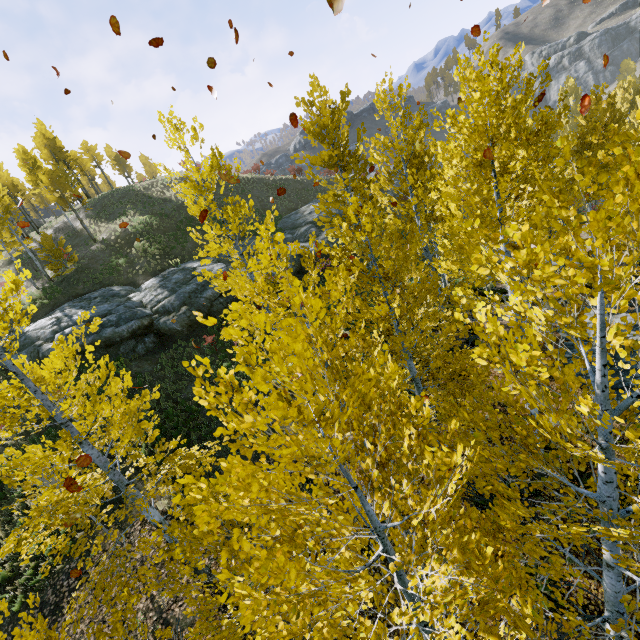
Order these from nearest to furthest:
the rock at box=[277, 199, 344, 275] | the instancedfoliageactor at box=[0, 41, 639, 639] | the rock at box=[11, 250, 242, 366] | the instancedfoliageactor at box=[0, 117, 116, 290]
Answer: the instancedfoliageactor at box=[0, 41, 639, 639] → the rock at box=[11, 250, 242, 366] → the rock at box=[277, 199, 344, 275] → the instancedfoliageactor at box=[0, 117, 116, 290]

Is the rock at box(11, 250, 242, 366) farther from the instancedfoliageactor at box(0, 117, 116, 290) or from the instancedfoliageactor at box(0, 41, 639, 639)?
the instancedfoliageactor at box(0, 117, 116, 290)

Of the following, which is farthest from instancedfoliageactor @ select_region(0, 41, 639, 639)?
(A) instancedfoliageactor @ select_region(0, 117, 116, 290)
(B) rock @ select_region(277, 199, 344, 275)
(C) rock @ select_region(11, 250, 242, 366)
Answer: (A) instancedfoliageactor @ select_region(0, 117, 116, 290)

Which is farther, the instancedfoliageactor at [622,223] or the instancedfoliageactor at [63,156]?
the instancedfoliageactor at [63,156]

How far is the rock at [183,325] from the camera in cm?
1733

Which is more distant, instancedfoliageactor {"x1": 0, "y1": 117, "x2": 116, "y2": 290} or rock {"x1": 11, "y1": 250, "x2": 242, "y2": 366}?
instancedfoliageactor {"x1": 0, "y1": 117, "x2": 116, "y2": 290}

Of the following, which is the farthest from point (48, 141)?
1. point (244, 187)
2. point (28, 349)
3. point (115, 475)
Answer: point (115, 475)
